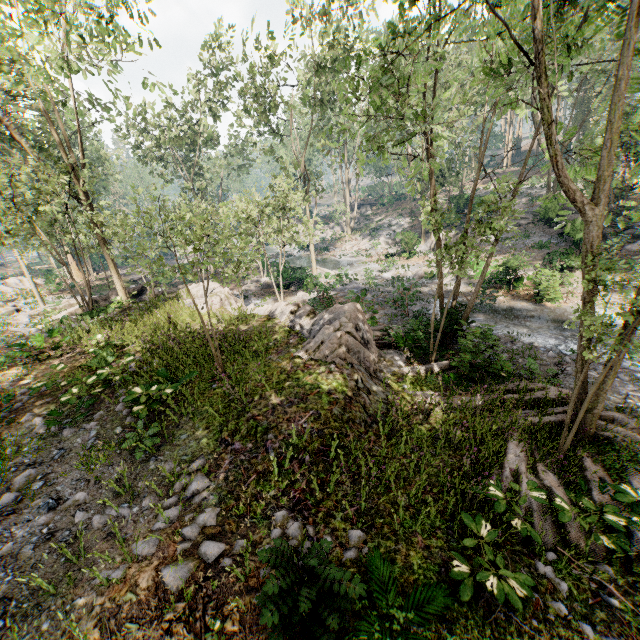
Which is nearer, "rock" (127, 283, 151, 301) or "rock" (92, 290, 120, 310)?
"rock" (92, 290, 120, 310)

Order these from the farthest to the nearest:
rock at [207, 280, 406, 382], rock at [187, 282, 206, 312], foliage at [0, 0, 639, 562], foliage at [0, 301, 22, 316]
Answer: foliage at [0, 301, 22, 316]
rock at [187, 282, 206, 312]
rock at [207, 280, 406, 382]
foliage at [0, 0, 639, 562]

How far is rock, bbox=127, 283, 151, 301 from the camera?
20.5m

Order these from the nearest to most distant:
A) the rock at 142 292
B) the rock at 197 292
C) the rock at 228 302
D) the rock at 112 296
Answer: the rock at 228 302 < the rock at 197 292 < the rock at 112 296 < the rock at 142 292

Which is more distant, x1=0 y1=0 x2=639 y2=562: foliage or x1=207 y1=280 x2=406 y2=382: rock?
x1=207 y1=280 x2=406 y2=382: rock

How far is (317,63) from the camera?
21.1 meters

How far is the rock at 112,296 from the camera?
19.2m
